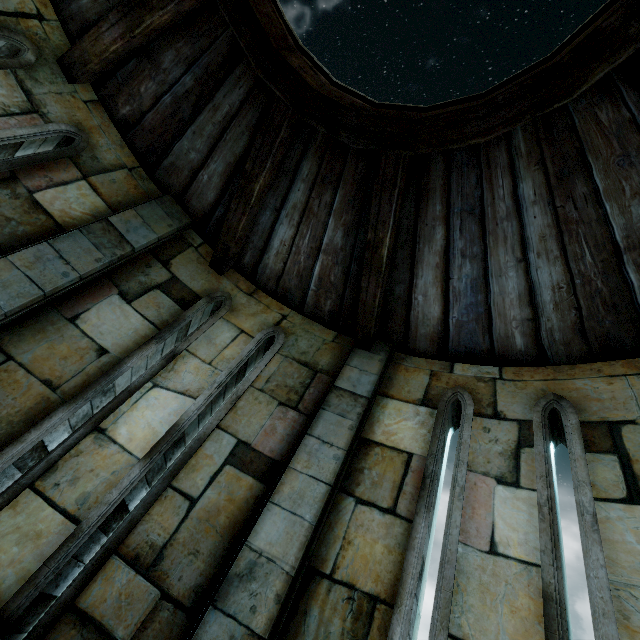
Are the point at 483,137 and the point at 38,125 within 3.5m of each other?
no
